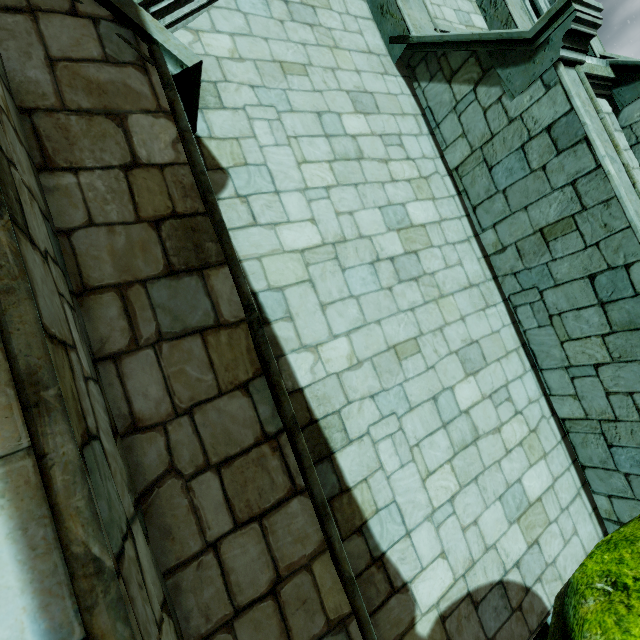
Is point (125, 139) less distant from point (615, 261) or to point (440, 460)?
point (440, 460)
